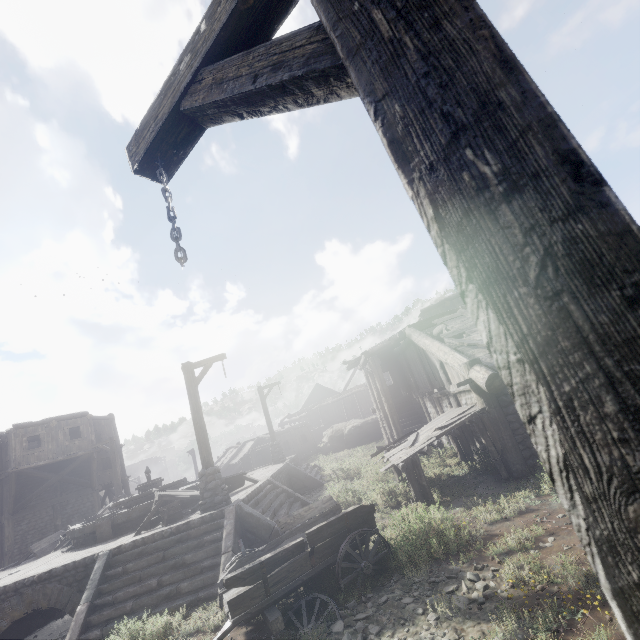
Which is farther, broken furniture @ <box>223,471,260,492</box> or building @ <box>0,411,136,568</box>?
building @ <box>0,411,136,568</box>

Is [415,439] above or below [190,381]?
below

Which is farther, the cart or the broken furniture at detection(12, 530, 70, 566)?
the broken furniture at detection(12, 530, 70, 566)

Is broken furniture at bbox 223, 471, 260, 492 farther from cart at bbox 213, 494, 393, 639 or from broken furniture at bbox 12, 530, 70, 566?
broken furniture at bbox 12, 530, 70, 566

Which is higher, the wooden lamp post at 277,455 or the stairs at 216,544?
the wooden lamp post at 277,455

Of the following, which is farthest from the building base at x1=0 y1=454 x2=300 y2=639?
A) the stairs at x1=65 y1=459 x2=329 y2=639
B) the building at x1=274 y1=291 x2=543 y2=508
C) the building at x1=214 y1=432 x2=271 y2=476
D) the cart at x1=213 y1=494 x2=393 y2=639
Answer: the building at x1=214 y1=432 x2=271 y2=476

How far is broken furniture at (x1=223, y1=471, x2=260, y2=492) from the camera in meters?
12.9

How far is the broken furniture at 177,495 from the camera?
10.37m
